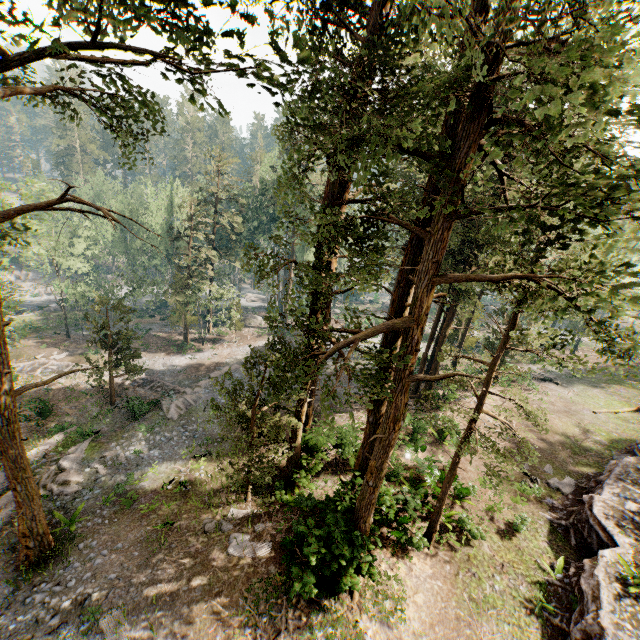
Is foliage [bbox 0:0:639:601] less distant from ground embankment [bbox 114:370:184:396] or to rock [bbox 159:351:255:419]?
ground embankment [bbox 114:370:184:396]

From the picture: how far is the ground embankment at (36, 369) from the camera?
29.9m

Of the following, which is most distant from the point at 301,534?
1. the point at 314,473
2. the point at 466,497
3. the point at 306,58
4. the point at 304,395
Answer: the point at 306,58

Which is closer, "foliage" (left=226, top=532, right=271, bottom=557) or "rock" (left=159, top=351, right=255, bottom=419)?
"foliage" (left=226, top=532, right=271, bottom=557)

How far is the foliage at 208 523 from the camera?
14.85m

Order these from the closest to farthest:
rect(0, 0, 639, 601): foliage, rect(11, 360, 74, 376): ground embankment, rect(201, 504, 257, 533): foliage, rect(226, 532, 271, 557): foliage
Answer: rect(0, 0, 639, 601): foliage → rect(226, 532, 271, 557): foliage → rect(201, 504, 257, 533): foliage → rect(11, 360, 74, 376): ground embankment

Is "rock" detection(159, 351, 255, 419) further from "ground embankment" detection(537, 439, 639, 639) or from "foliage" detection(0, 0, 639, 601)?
"ground embankment" detection(537, 439, 639, 639)

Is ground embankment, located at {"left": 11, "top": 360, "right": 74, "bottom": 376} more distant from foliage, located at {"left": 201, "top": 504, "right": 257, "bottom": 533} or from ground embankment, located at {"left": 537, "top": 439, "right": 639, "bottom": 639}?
ground embankment, located at {"left": 537, "top": 439, "right": 639, "bottom": 639}
